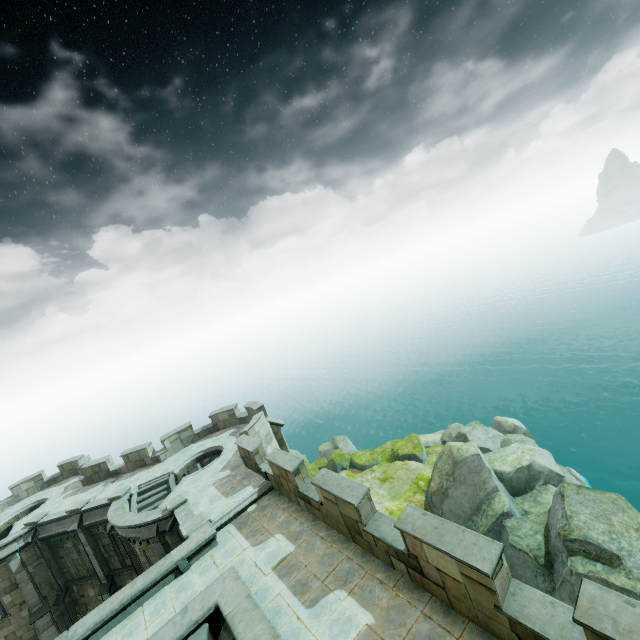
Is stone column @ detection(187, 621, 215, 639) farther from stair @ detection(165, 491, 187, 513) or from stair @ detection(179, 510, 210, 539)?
stair @ detection(165, 491, 187, 513)

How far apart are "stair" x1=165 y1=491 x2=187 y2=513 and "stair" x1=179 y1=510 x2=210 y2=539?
2.01m

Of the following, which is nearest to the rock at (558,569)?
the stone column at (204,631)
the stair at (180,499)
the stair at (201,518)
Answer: the stone column at (204,631)

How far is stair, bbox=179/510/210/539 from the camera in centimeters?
1278cm

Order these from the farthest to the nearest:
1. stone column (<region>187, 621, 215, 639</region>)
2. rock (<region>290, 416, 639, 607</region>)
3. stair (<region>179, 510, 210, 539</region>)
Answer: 1. rock (<region>290, 416, 639, 607</region>)
2. stair (<region>179, 510, 210, 539</region>)
3. stone column (<region>187, 621, 215, 639</region>)

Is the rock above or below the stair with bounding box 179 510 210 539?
below

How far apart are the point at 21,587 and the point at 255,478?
17.8m

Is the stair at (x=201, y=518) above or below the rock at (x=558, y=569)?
above
